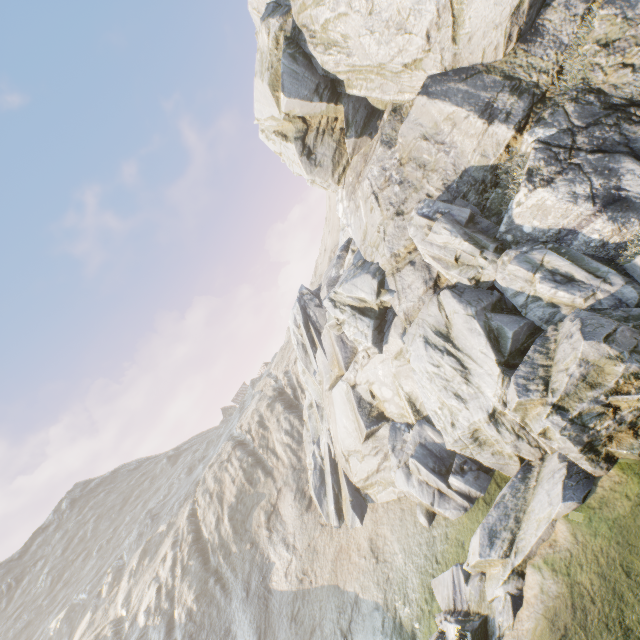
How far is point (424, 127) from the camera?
14.27m
